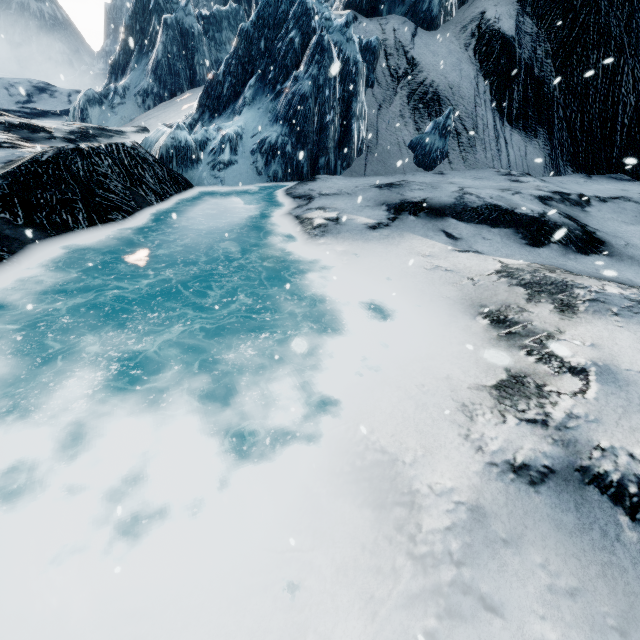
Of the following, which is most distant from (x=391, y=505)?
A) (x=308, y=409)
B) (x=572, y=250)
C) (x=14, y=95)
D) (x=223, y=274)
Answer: (x=14, y=95)
